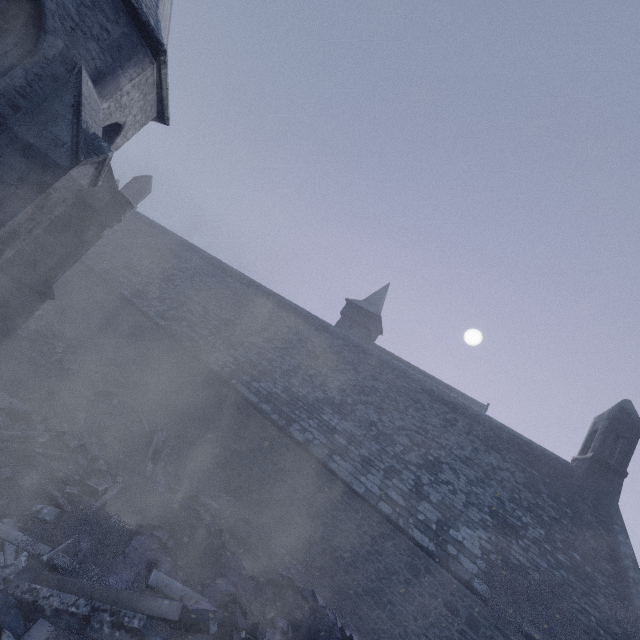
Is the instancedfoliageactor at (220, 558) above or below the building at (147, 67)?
below

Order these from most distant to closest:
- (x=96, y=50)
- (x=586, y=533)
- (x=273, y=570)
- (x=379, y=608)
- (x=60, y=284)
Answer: (x=60, y=284), (x=586, y=533), (x=379, y=608), (x=273, y=570), (x=96, y=50)

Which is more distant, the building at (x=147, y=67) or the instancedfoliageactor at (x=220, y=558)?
the building at (x=147, y=67)

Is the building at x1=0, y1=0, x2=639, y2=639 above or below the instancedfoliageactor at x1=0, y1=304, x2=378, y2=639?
above

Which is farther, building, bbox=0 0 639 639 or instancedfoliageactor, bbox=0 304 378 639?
building, bbox=0 0 639 639
